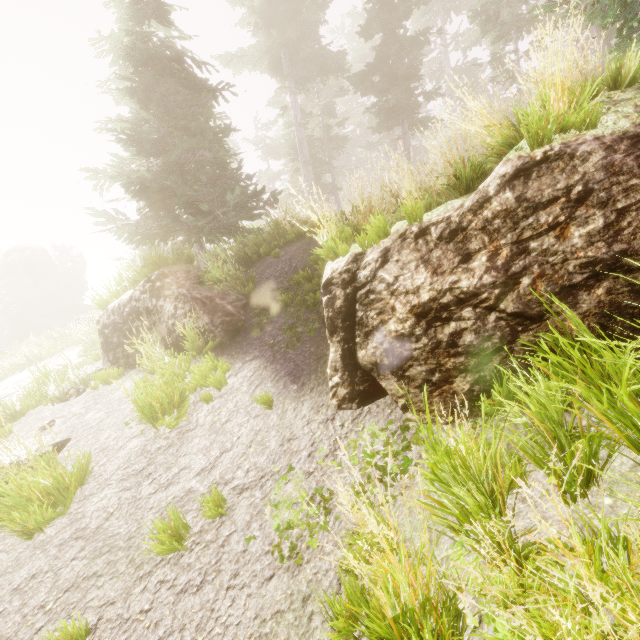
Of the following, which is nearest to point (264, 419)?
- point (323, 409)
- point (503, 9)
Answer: point (323, 409)

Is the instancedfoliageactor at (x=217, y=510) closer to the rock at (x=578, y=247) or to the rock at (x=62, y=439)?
the rock at (x=578, y=247)

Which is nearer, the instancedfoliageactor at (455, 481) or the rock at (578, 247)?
the instancedfoliageactor at (455, 481)

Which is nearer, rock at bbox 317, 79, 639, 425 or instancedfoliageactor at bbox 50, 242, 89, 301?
rock at bbox 317, 79, 639, 425

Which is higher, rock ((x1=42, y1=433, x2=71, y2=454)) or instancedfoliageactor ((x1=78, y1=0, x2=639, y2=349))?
instancedfoliageactor ((x1=78, y1=0, x2=639, y2=349))

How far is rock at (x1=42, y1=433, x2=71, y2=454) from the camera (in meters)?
5.92

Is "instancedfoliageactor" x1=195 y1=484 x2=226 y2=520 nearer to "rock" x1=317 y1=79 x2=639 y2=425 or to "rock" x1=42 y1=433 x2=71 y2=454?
"rock" x1=317 y1=79 x2=639 y2=425
